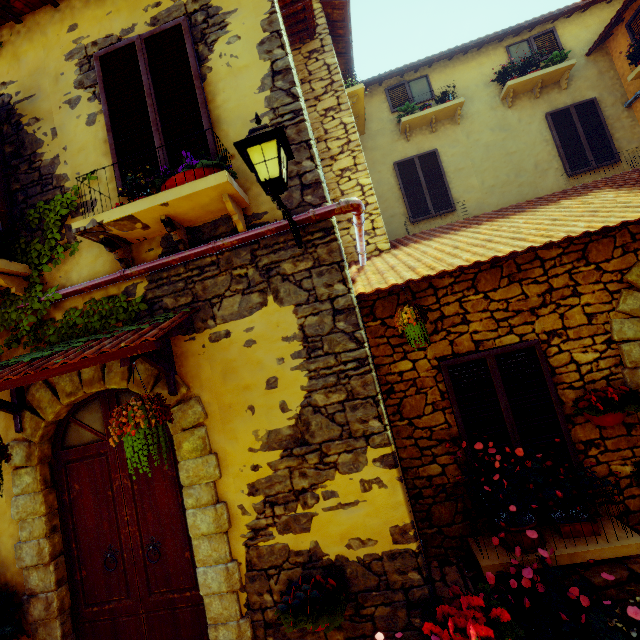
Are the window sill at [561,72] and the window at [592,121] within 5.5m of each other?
yes

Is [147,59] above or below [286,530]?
above

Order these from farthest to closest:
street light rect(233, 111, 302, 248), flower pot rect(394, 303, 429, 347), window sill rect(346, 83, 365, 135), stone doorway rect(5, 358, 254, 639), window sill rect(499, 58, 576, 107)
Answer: window sill rect(499, 58, 576, 107) < window sill rect(346, 83, 365, 135) < flower pot rect(394, 303, 429, 347) < stone doorway rect(5, 358, 254, 639) < street light rect(233, 111, 302, 248)

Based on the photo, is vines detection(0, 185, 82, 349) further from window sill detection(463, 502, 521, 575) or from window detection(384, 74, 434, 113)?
window detection(384, 74, 434, 113)

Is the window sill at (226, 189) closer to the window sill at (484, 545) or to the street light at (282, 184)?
the street light at (282, 184)

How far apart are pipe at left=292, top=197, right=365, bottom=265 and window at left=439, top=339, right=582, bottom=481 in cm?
172

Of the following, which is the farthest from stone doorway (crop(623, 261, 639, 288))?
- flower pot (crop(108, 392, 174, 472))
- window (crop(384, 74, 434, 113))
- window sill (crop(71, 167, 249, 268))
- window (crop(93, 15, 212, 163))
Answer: window (crop(384, 74, 434, 113))

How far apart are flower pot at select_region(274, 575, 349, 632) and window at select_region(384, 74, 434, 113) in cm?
967
